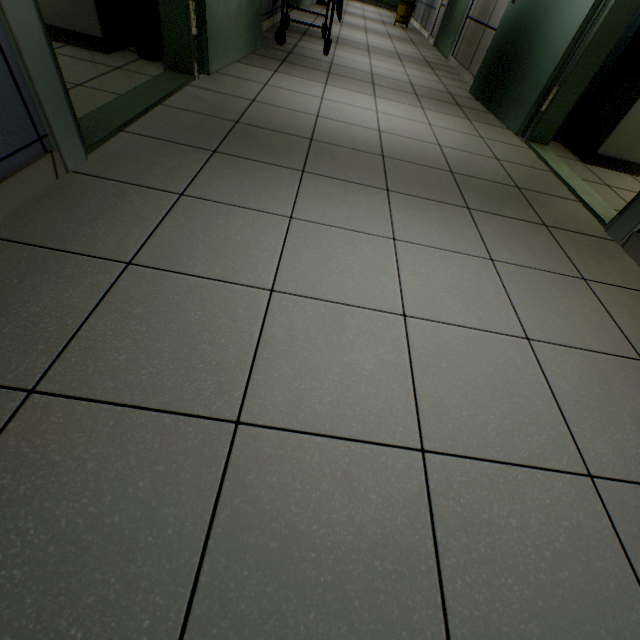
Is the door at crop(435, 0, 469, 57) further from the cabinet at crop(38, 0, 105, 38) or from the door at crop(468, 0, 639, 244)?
the cabinet at crop(38, 0, 105, 38)

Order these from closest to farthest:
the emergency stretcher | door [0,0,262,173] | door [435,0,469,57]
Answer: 1. door [0,0,262,173]
2. the emergency stretcher
3. door [435,0,469,57]

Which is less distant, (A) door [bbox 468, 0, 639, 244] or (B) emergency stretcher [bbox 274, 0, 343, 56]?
(A) door [bbox 468, 0, 639, 244]

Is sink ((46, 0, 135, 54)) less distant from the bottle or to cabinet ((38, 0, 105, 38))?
cabinet ((38, 0, 105, 38))

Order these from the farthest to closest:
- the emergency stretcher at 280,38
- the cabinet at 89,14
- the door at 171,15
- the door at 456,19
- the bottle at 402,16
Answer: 1. the bottle at 402,16
2. the door at 456,19
3. the emergency stretcher at 280,38
4. the cabinet at 89,14
5. the door at 171,15

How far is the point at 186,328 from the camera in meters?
1.0 m

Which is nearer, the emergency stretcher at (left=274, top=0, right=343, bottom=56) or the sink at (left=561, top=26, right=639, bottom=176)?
the sink at (left=561, top=26, right=639, bottom=176)

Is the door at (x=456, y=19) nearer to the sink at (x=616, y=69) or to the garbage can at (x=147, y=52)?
the sink at (x=616, y=69)
